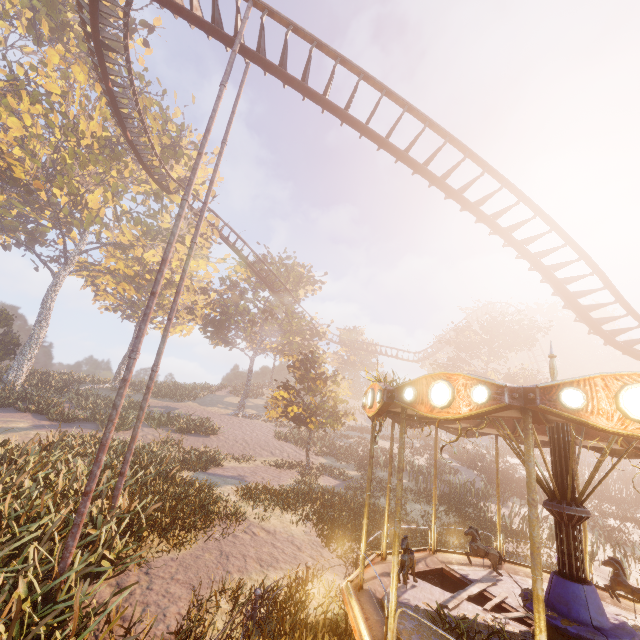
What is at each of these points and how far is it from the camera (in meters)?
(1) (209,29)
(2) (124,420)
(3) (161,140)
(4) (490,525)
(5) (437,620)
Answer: (1) roller coaster, 11.22
(2) instancedfoliageactor, 23.02
(3) instancedfoliageactor, 32.81
(4) instancedfoliageactor, 15.68
(5) instancedfoliageactor, 5.61

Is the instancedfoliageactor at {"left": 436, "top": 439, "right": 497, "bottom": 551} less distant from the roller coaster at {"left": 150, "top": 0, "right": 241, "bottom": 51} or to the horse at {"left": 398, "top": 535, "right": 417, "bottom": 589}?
the roller coaster at {"left": 150, "top": 0, "right": 241, "bottom": 51}

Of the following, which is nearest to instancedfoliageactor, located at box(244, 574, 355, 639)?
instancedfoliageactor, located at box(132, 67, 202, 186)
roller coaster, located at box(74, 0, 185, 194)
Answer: roller coaster, located at box(74, 0, 185, 194)

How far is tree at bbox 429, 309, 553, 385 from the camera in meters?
32.2

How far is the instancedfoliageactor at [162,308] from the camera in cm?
3238

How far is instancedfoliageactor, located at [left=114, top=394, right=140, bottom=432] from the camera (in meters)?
20.76

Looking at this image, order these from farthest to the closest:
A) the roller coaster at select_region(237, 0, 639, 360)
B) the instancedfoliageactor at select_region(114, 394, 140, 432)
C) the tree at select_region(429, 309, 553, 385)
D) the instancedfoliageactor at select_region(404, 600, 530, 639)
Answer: the tree at select_region(429, 309, 553, 385) < the instancedfoliageactor at select_region(114, 394, 140, 432) < the roller coaster at select_region(237, 0, 639, 360) < the instancedfoliageactor at select_region(404, 600, 530, 639)

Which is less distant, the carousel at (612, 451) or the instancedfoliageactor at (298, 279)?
the carousel at (612, 451)
